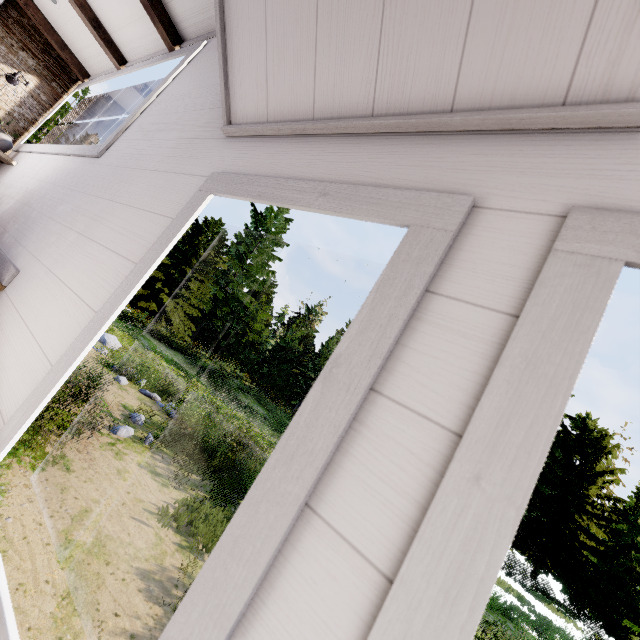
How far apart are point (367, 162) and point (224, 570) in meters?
1.0

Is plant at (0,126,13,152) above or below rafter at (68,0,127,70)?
below

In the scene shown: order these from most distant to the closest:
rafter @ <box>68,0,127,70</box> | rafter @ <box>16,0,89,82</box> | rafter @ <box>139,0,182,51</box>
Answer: rafter @ <box>16,0,89,82</box>, rafter @ <box>68,0,127,70</box>, rafter @ <box>139,0,182,51</box>

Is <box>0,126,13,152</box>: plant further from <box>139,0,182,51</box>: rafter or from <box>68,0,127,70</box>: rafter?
<box>139,0,182,51</box>: rafter

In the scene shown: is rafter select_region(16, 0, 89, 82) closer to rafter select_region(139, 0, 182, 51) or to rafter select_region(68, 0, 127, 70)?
rafter select_region(68, 0, 127, 70)

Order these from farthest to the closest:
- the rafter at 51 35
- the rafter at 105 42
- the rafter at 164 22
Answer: the rafter at 51 35 → the rafter at 105 42 → the rafter at 164 22

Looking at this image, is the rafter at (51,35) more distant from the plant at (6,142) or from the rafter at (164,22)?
the rafter at (164,22)
